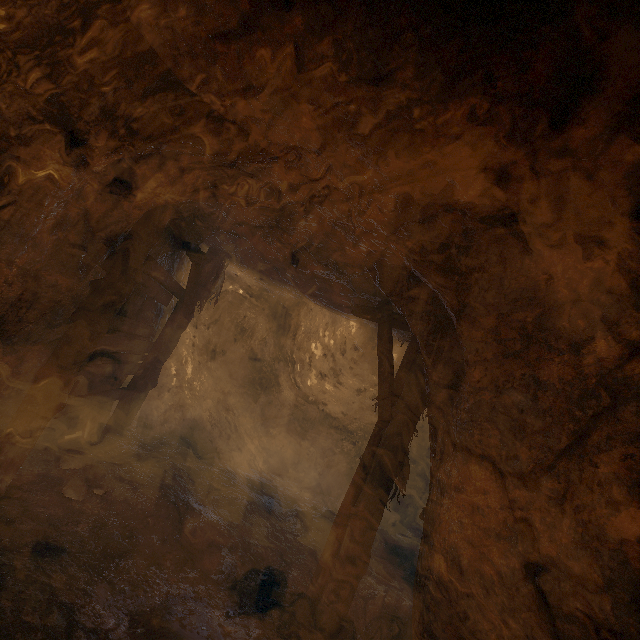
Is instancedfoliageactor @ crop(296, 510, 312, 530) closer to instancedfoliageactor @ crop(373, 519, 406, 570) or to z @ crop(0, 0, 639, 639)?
z @ crop(0, 0, 639, 639)

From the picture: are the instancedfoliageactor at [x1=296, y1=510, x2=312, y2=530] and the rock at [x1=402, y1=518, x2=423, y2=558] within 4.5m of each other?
yes

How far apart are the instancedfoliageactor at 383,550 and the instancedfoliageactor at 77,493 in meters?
5.4

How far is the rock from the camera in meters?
8.1

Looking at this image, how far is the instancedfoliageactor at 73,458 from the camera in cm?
485

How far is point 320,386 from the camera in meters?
9.2

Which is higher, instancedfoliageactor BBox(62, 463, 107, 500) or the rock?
the rock

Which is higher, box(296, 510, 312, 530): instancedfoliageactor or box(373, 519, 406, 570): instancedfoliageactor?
box(373, 519, 406, 570): instancedfoliageactor
